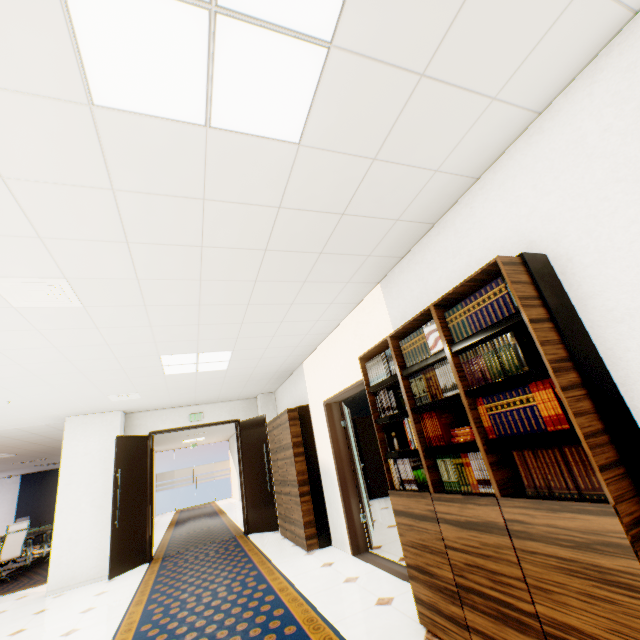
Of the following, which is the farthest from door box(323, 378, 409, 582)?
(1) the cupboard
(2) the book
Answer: (2) the book

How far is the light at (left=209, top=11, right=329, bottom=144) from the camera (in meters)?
1.33

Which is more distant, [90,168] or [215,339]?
[215,339]

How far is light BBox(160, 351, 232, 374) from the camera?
4.64m

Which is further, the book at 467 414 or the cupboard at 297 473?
→ the cupboard at 297 473

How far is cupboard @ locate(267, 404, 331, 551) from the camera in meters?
5.1 m

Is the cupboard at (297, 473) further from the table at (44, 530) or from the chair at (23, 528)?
the table at (44, 530)

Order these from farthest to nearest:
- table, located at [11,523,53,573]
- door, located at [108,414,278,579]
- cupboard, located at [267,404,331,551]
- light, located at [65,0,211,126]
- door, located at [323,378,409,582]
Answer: table, located at [11,523,53,573] < door, located at [108,414,278,579] < cupboard, located at [267,404,331,551] < door, located at [323,378,409,582] < light, located at [65,0,211,126]
